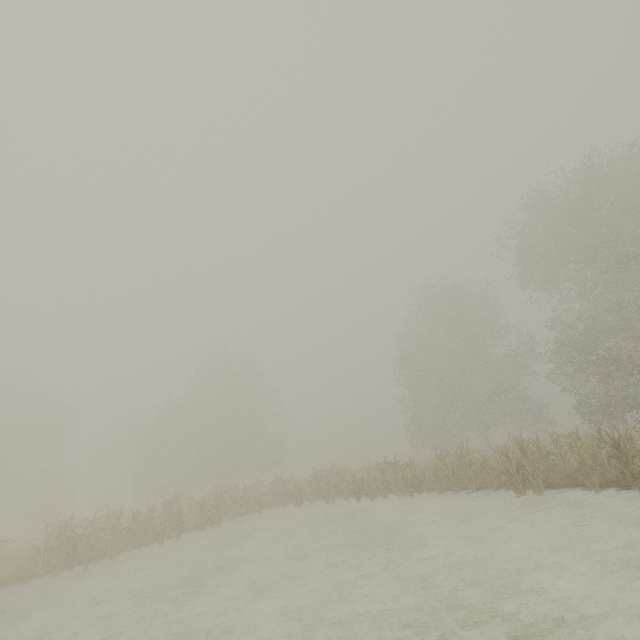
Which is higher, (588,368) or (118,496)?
(588,368)
